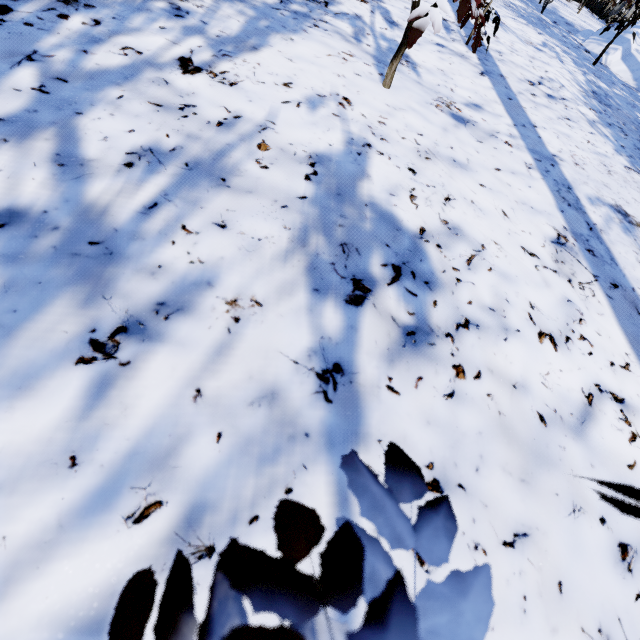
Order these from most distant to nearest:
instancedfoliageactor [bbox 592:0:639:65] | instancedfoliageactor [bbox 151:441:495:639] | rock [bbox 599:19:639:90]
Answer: rock [bbox 599:19:639:90] < instancedfoliageactor [bbox 592:0:639:65] < instancedfoliageactor [bbox 151:441:495:639]

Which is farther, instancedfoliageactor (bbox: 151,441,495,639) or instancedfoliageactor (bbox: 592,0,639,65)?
instancedfoliageactor (bbox: 592,0,639,65)

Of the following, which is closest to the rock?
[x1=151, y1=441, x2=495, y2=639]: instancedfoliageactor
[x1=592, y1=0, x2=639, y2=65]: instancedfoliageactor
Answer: [x1=151, y1=441, x2=495, y2=639]: instancedfoliageactor

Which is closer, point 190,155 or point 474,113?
point 190,155

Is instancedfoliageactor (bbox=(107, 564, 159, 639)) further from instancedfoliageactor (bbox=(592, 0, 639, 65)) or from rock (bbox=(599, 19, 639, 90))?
instancedfoliageactor (bbox=(592, 0, 639, 65))

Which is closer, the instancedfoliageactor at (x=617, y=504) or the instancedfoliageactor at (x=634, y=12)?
the instancedfoliageactor at (x=617, y=504)

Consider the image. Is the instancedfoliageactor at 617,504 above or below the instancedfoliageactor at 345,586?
above
